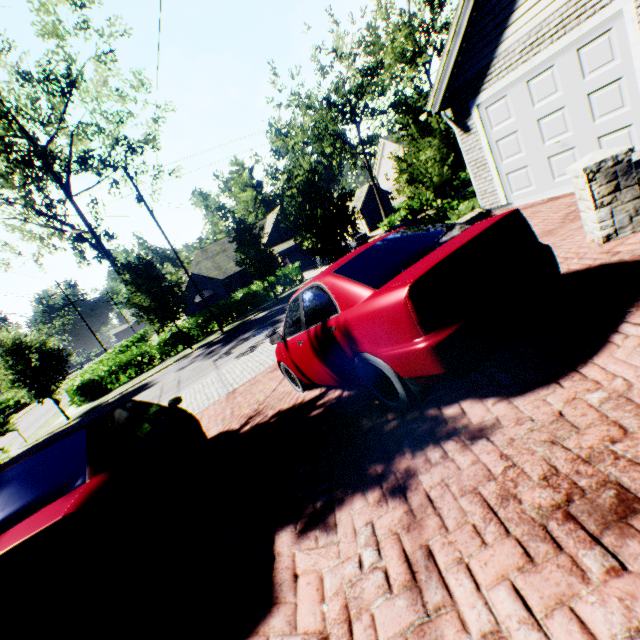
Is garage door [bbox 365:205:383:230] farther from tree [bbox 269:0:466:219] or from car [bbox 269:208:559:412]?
car [bbox 269:208:559:412]

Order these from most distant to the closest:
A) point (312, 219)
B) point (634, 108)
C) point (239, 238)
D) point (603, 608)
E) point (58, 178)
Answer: point (239, 238), point (58, 178), point (312, 219), point (634, 108), point (603, 608)

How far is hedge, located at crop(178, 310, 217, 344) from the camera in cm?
2445

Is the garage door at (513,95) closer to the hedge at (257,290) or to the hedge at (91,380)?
the hedge at (257,290)

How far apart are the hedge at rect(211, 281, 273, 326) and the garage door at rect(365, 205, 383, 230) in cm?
2216

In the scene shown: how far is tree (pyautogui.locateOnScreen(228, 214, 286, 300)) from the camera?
22.3m

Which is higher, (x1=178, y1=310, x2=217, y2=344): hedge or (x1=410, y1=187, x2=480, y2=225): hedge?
(x1=410, y1=187, x2=480, y2=225): hedge

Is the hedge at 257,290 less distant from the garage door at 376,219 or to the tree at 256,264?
the tree at 256,264
